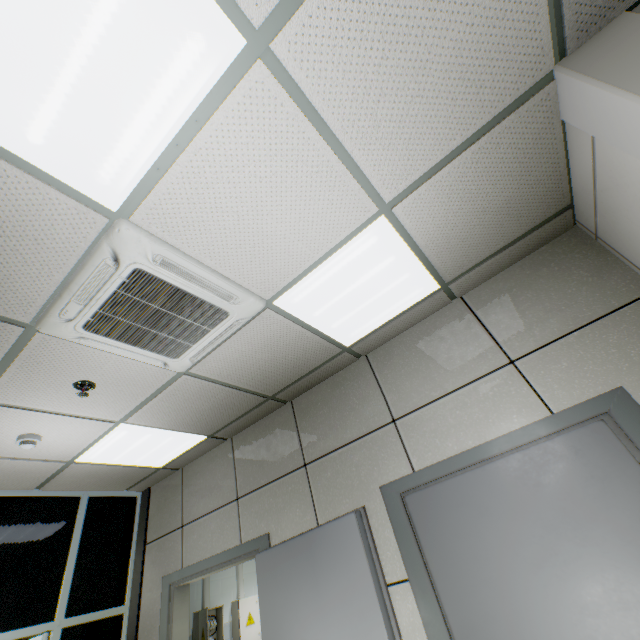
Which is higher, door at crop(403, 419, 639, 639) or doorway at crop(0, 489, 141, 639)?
doorway at crop(0, 489, 141, 639)

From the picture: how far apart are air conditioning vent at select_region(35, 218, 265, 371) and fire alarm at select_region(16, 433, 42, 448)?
1.47m

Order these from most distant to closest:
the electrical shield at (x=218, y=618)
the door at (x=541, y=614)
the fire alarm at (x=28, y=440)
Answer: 1. the electrical shield at (x=218, y=618)
2. the fire alarm at (x=28, y=440)
3. the door at (x=541, y=614)

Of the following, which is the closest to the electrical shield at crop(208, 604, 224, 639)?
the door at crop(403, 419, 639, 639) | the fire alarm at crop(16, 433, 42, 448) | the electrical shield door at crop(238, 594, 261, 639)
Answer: the electrical shield door at crop(238, 594, 261, 639)

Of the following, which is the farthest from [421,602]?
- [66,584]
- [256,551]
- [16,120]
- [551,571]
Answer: [66,584]

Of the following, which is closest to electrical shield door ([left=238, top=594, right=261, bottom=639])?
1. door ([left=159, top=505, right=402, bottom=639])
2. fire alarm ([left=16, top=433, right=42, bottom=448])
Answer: door ([left=159, top=505, right=402, bottom=639])

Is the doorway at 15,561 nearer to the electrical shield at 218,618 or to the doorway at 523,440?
the electrical shield at 218,618

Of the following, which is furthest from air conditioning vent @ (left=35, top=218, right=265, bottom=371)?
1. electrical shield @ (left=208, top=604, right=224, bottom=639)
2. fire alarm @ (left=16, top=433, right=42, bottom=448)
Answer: electrical shield @ (left=208, top=604, right=224, bottom=639)
